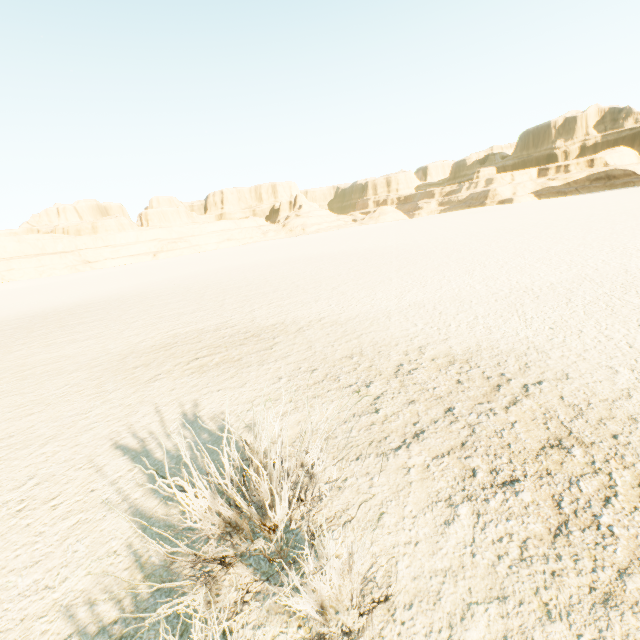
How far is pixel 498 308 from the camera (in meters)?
8.00
